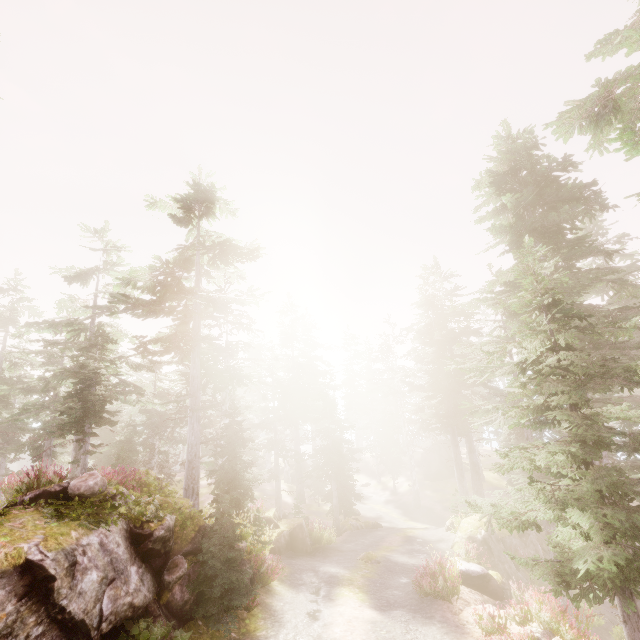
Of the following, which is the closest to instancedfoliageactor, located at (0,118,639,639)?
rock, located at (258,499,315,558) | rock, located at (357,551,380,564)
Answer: rock, located at (258,499,315,558)

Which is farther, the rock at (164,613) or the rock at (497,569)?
the rock at (497,569)

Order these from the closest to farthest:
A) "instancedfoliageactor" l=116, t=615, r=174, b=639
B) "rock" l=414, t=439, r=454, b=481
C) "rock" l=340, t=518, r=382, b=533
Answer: "instancedfoliageactor" l=116, t=615, r=174, b=639, "rock" l=340, t=518, r=382, b=533, "rock" l=414, t=439, r=454, b=481

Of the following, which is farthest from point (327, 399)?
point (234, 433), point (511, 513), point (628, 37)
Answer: point (628, 37)

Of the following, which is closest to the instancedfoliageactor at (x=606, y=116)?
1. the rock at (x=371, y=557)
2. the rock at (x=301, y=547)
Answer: the rock at (x=301, y=547)

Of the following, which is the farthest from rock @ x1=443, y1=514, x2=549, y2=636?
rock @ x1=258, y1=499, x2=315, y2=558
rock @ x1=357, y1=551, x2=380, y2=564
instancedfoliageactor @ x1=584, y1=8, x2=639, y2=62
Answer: rock @ x1=357, y1=551, x2=380, y2=564

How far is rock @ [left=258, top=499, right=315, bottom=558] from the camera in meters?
17.2 m

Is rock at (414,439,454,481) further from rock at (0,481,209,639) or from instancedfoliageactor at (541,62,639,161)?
rock at (0,481,209,639)
